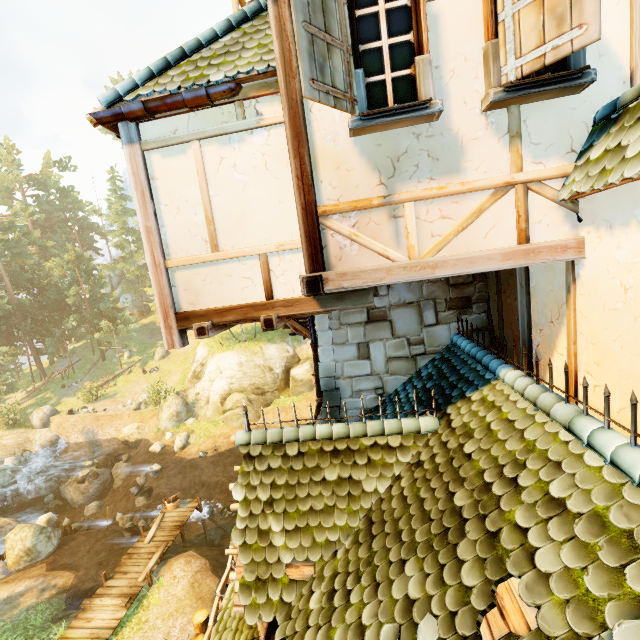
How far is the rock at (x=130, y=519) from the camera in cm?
1684

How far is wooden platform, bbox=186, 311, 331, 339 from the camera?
4.3m

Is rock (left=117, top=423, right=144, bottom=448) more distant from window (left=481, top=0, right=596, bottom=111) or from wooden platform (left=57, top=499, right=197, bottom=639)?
window (left=481, top=0, right=596, bottom=111)

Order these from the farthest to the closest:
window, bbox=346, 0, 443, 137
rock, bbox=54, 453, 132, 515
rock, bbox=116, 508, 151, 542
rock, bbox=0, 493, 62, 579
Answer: rock, bbox=54, 453, 132, 515
rock, bbox=116, 508, 151, 542
rock, bbox=0, 493, 62, 579
window, bbox=346, 0, 443, 137

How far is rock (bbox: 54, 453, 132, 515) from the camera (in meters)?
21.89

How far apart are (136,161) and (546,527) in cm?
585

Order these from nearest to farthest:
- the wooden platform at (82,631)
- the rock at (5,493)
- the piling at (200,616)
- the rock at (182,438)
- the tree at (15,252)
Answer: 1. the piling at (200,616)
2. the wooden platform at (82,631)
3. the rock at (5,493)
4. the rock at (182,438)
5. the tree at (15,252)

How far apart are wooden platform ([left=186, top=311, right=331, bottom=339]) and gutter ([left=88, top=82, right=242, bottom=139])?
2.6 meters
